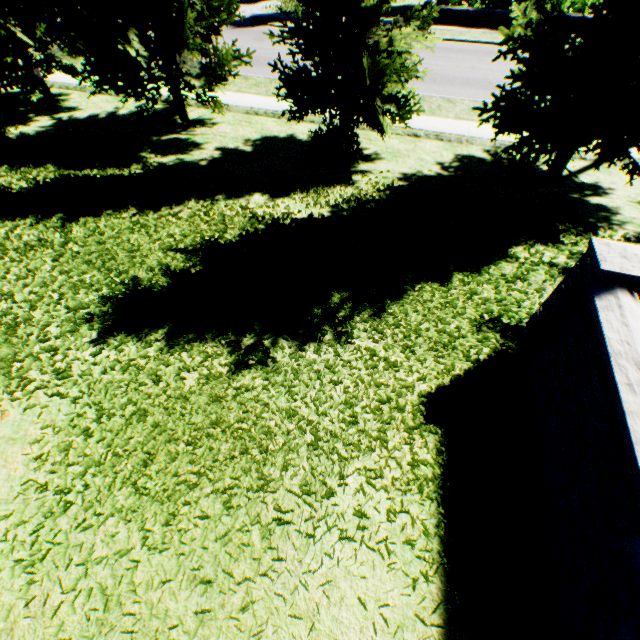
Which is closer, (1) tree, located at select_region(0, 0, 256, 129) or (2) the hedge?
(1) tree, located at select_region(0, 0, 256, 129)

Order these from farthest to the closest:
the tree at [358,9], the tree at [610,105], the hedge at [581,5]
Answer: the hedge at [581,5]
the tree at [358,9]
the tree at [610,105]

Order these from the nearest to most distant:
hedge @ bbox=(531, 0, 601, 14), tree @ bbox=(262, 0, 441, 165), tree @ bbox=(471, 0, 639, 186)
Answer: tree @ bbox=(471, 0, 639, 186)
tree @ bbox=(262, 0, 441, 165)
hedge @ bbox=(531, 0, 601, 14)

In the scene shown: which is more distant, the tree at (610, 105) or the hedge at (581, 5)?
the hedge at (581, 5)

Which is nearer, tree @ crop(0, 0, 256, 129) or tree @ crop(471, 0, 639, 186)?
tree @ crop(471, 0, 639, 186)

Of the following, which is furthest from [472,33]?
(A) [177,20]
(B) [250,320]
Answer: (B) [250,320]

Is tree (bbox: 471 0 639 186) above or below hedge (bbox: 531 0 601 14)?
above
